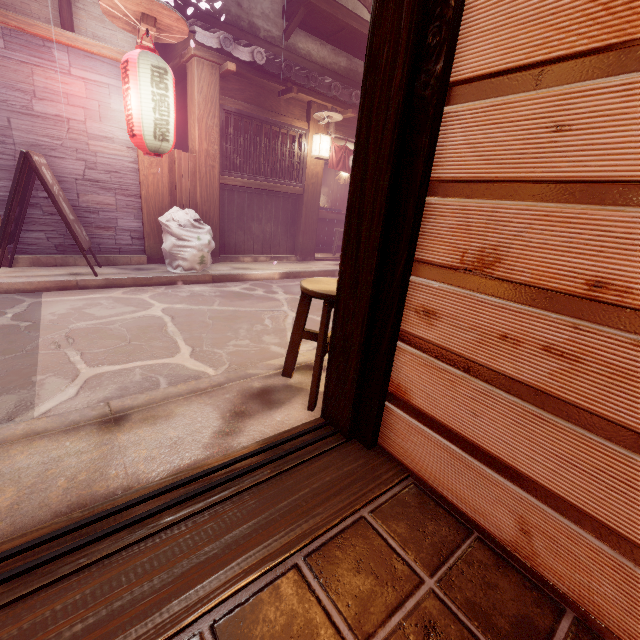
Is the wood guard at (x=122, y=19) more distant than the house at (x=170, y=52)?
No

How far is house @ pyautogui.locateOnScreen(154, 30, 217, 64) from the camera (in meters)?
9.10

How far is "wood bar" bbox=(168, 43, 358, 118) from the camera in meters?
9.2

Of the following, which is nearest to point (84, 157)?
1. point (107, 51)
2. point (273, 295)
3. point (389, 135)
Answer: point (107, 51)

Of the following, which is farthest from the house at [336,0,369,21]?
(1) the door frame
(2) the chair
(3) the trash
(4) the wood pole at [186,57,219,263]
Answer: (4) the wood pole at [186,57,219,263]

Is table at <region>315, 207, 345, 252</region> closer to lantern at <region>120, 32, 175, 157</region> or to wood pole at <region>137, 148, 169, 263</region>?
wood pole at <region>137, 148, 169, 263</region>

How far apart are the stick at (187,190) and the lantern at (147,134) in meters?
1.2

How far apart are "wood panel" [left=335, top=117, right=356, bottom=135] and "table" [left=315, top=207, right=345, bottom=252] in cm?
421
